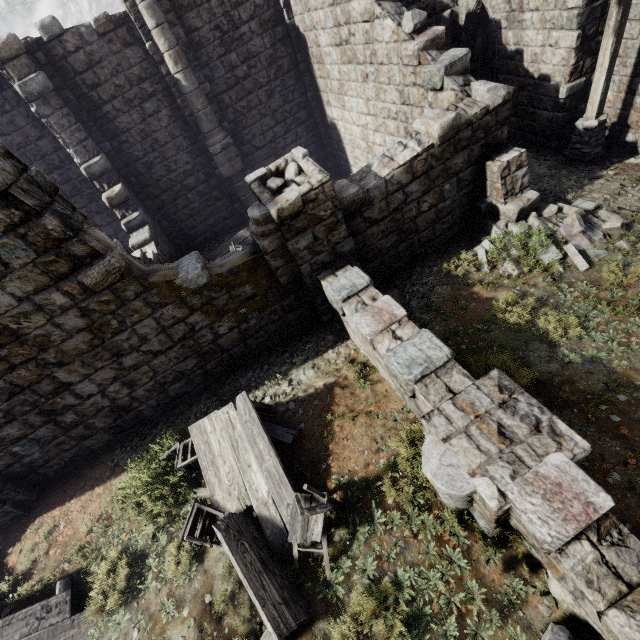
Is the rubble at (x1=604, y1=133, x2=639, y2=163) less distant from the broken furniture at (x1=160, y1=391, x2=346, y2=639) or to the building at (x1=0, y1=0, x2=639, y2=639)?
the building at (x1=0, y1=0, x2=639, y2=639)

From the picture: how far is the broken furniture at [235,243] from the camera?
12.2m

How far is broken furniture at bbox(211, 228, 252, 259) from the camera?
12.24m

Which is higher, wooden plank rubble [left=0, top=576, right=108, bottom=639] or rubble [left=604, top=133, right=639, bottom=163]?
wooden plank rubble [left=0, top=576, right=108, bottom=639]

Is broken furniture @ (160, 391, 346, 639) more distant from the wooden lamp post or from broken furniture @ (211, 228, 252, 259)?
the wooden lamp post

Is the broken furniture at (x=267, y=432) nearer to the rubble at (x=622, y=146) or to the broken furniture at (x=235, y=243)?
the broken furniture at (x=235, y=243)

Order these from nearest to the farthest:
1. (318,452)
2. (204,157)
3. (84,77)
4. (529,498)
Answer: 1. (529,498)
2. (318,452)
3. (84,77)
4. (204,157)

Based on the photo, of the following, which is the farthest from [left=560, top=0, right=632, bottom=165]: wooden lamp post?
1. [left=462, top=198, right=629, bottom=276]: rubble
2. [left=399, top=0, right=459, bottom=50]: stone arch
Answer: [left=399, top=0, right=459, bottom=50]: stone arch
